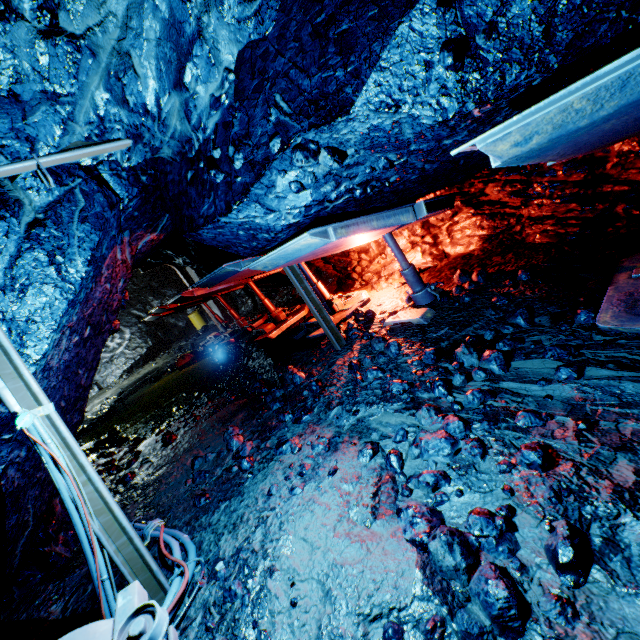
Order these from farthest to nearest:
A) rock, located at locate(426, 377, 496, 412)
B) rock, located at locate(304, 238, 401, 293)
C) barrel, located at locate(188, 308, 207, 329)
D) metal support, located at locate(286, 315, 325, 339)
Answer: barrel, located at locate(188, 308, 207, 329) → rock, located at locate(304, 238, 401, 293) → metal support, located at locate(286, 315, 325, 339) → rock, located at locate(426, 377, 496, 412)

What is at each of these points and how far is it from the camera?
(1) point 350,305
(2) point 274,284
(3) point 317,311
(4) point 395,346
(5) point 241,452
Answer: (1) metal support, 7.34m
(2) rock, 12.63m
(3) support beam, 5.50m
(4) rock, 4.65m
(5) rock, 4.35m

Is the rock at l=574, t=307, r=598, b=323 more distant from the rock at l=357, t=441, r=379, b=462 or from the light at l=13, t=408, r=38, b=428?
the light at l=13, t=408, r=38, b=428

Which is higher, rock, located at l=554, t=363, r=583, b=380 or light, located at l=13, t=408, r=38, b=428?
light, located at l=13, t=408, r=38, b=428

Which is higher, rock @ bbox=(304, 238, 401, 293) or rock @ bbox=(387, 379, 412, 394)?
rock @ bbox=(304, 238, 401, 293)

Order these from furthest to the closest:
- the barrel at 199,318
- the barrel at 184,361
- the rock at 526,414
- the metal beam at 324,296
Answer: the barrel at 199,318 < the barrel at 184,361 < the metal beam at 324,296 < the rock at 526,414

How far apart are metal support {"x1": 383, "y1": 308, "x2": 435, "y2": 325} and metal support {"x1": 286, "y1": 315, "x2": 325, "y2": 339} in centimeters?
135cm

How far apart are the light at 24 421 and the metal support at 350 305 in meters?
4.8
